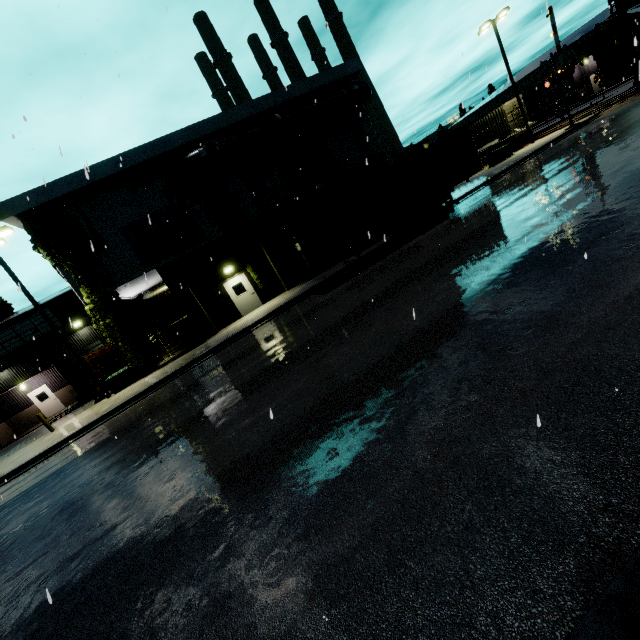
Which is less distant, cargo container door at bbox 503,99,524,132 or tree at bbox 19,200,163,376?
tree at bbox 19,200,163,376

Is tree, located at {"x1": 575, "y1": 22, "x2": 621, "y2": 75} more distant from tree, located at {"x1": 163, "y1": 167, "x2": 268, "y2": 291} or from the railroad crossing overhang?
tree, located at {"x1": 163, "y1": 167, "x2": 268, "y2": 291}

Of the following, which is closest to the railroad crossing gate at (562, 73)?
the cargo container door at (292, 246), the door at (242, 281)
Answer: the cargo container door at (292, 246)

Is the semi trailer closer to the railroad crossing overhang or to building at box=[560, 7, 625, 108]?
building at box=[560, 7, 625, 108]

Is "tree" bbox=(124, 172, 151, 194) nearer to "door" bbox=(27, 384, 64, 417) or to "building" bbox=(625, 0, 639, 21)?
"building" bbox=(625, 0, 639, 21)

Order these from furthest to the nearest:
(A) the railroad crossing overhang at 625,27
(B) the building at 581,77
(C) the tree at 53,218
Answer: (B) the building at 581,77, (A) the railroad crossing overhang at 625,27, (C) the tree at 53,218

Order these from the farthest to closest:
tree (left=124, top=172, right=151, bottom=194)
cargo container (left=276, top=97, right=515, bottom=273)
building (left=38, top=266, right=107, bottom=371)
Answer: tree (left=124, top=172, right=151, bottom=194) < building (left=38, top=266, right=107, bottom=371) < cargo container (left=276, top=97, right=515, bottom=273)

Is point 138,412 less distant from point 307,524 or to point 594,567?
point 307,524
